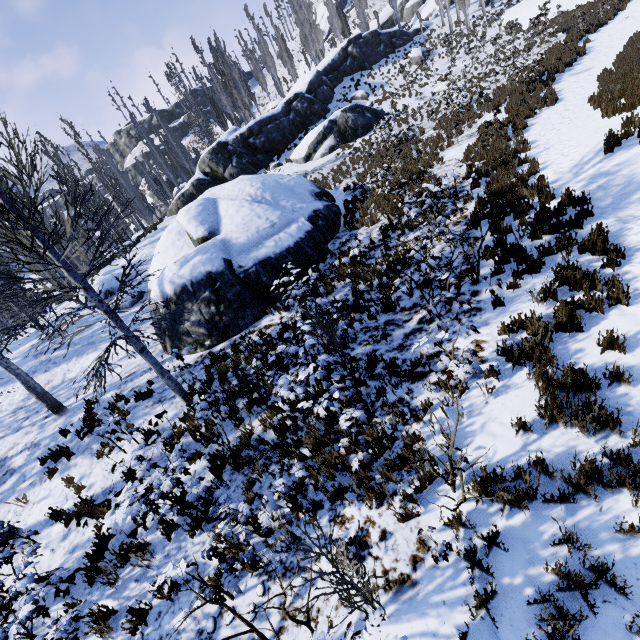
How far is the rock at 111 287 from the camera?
19.0m

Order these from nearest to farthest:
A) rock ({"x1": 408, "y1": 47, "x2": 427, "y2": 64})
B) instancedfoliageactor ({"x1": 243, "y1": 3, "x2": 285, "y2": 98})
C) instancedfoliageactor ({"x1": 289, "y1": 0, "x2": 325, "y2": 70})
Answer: rock ({"x1": 408, "y1": 47, "x2": 427, "y2": 64})
instancedfoliageactor ({"x1": 243, "y1": 3, "x2": 285, "y2": 98})
instancedfoliageactor ({"x1": 289, "y1": 0, "x2": 325, "y2": 70})

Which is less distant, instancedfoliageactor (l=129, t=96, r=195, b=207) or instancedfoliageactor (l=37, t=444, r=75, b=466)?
instancedfoliageactor (l=37, t=444, r=75, b=466)

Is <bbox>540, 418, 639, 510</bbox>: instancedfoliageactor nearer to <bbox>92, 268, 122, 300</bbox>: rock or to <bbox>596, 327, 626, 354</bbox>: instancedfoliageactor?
<bbox>596, 327, 626, 354</bbox>: instancedfoliageactor

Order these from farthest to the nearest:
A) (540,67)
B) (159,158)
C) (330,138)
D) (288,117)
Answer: (159,158), (288,117), (330,138), (540,67)

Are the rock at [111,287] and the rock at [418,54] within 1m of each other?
no

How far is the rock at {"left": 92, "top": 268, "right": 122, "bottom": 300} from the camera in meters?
19.0

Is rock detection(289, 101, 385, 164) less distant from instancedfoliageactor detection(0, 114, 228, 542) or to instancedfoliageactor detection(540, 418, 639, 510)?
instancedfoliageactor detection(0, 114, 228, 542)
